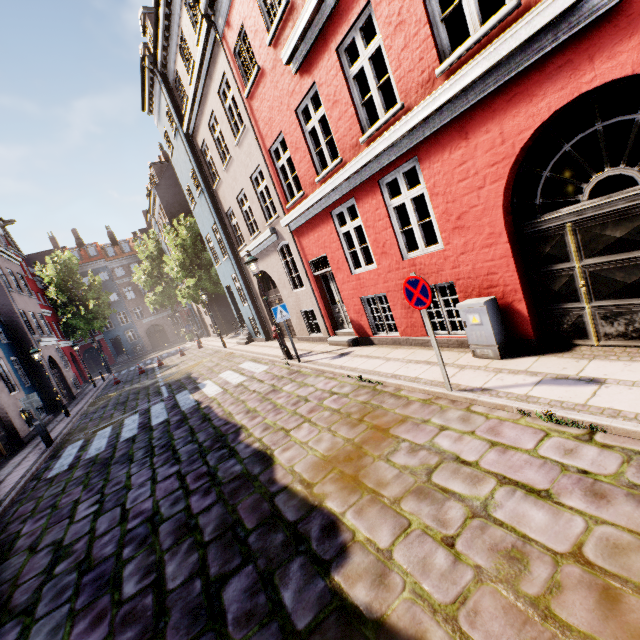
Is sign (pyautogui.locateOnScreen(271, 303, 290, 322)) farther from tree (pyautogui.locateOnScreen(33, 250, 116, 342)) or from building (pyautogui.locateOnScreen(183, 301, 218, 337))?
tree (pyautogui.locateOnScreen(33, 250, 116, 342))

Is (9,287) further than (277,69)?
Yes

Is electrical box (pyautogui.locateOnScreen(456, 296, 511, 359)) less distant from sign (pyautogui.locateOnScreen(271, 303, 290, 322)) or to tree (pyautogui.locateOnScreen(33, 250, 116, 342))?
sign (pyautogui.locateOnScreen(271, 303, 290, 322))

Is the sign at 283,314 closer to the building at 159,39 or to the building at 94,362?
the building at 159,39

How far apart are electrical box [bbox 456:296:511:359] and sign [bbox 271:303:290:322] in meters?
5.4

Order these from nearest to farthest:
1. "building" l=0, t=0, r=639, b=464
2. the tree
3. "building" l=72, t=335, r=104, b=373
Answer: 1. "building" l=0, t=0, r=639, b=464
2. the tree
3. "building" l=72, t=335, r=104, b=373

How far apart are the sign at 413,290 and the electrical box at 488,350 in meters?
1.2 m

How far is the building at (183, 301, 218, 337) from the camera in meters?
28.8 m
